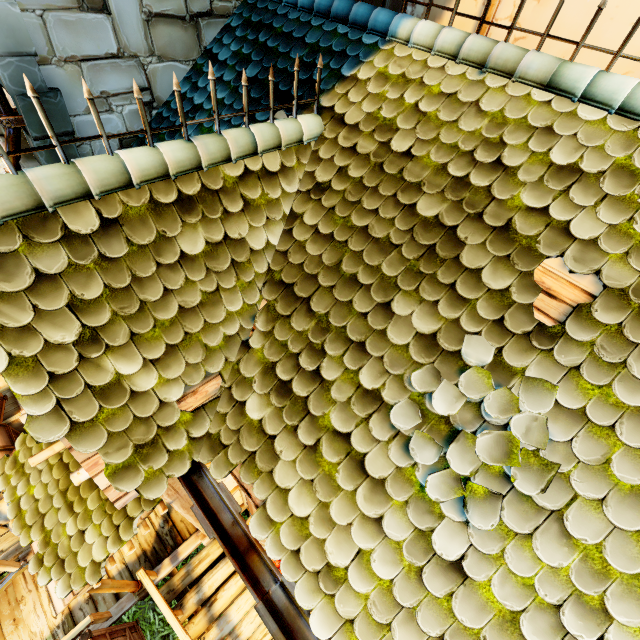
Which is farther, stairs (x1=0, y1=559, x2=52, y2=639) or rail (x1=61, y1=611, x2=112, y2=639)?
stairs (x1=0, y1=559, x2=52, y2=639)

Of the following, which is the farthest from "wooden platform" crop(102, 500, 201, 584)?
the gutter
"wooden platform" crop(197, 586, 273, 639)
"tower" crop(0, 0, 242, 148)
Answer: the gutter

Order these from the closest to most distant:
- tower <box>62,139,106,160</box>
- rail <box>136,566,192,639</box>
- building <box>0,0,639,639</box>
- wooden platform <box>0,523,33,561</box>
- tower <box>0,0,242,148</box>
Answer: building <box>0,0,639,639</box> < tower <box>0,0,242,148</box> < tower <box>62,139,106,160</box> < rail <box>136,566,192,639</box> < wooden platform <box>0,523,33,561</box>

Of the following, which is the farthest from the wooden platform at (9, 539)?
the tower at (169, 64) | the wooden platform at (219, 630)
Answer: the wooden platform at (219, 630)

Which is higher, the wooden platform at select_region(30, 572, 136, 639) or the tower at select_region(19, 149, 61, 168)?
the tower at select_region(19, 149, 61, 168)

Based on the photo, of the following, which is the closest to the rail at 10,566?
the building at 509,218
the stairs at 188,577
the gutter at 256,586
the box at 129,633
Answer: the building at 509,218

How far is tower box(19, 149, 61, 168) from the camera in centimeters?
340cm

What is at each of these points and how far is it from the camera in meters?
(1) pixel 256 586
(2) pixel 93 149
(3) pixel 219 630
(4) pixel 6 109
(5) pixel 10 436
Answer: (1) gutter, 2.3
(2) tower, 3.7
(3) wooden platform, 5.8
(4) drain pipe, 3.1
(5) chest, 6.3
